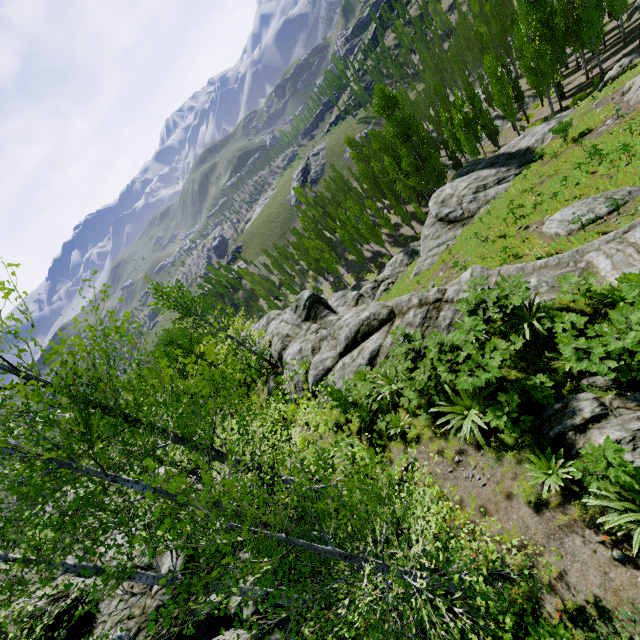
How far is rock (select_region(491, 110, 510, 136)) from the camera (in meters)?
42.44

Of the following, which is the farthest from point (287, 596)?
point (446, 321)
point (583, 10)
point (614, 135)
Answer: point (583, 10)

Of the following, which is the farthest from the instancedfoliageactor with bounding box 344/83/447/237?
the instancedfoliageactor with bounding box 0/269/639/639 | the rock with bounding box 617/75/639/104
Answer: the rock with bounding box 617/75/639/104

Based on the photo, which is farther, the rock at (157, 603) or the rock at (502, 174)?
the rock at (502, 174)

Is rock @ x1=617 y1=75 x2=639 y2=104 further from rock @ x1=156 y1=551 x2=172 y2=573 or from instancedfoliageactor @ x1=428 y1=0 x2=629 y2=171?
instancedfoliageactor @ x1=428 y1=0 x2=629 y2=171

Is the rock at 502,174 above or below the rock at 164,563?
below

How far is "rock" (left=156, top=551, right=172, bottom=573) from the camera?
9.9m

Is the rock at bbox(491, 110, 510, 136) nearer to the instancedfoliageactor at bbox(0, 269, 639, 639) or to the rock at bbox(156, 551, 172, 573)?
the rock at bbox(156, 551, 172, 573)
